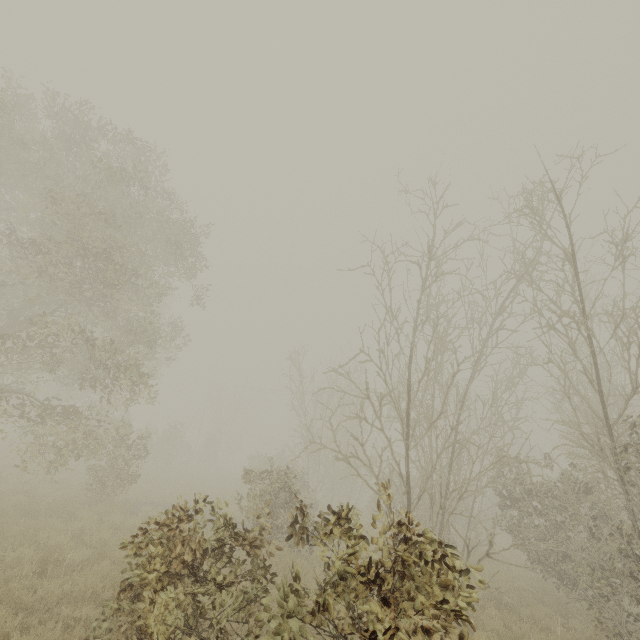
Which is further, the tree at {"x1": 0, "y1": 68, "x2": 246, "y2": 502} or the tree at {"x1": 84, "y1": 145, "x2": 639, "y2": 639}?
the tree at {"x1": 0, "y1": 68, "x2": 246, "y2": 502}

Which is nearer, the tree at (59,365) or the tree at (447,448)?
the tree at (447,448)

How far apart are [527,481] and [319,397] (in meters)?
11.71
